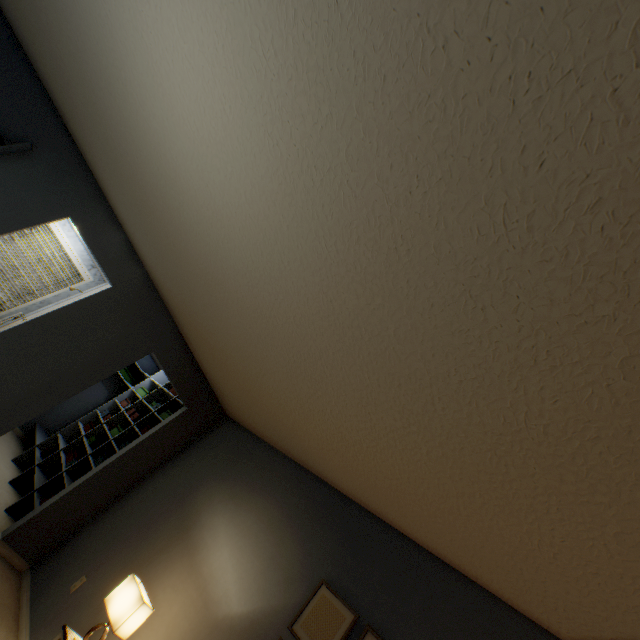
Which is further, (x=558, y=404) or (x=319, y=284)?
(x=319, y=284)

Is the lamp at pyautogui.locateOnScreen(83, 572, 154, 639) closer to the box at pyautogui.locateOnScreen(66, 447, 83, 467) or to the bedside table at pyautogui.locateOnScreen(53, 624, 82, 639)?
the bedside table at pyautogui.locateOnScreen(53, 624, 82, 639)

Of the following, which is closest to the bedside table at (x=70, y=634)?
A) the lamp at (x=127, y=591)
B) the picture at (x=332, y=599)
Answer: the lamp at (x=127, y=591)

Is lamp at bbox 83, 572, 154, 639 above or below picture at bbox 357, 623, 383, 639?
below

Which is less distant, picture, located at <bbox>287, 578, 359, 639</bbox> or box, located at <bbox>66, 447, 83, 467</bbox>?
picture, located at <bbox>287, 578, 359, 639</bbox>

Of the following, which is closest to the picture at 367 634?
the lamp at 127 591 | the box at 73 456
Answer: the lamp at 127 591

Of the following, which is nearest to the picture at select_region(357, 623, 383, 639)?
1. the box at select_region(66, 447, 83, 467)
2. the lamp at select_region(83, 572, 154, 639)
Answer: the lamp at select_region(83, 572, 154, 639)

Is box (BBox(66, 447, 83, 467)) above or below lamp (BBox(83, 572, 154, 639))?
below
